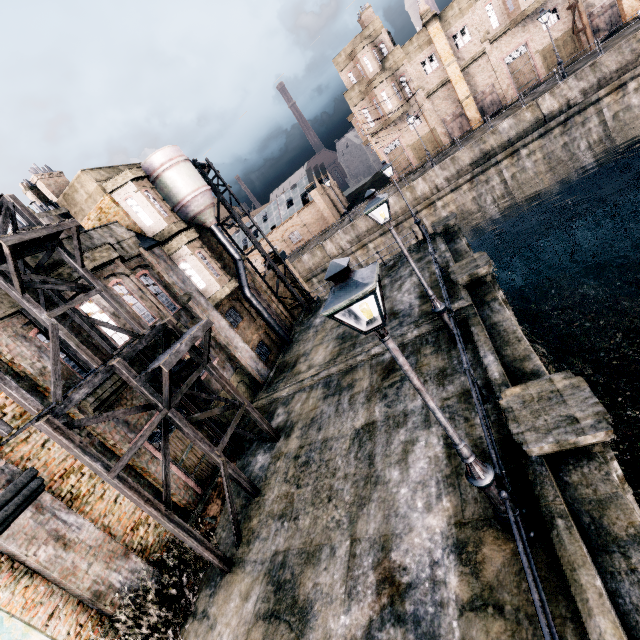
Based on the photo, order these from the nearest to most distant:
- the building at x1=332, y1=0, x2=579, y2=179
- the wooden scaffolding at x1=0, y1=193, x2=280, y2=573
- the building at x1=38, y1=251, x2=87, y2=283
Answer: the wooden scaffolding at x1=0, y1=193, x2=280, y2=573
the building at x1=38, y1=251, x2=87, y2=283
the building at x1=332, y1=0, x2=579, y2=179

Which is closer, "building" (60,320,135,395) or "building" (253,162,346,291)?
"building" (60,320,135,395)

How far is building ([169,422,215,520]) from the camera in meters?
12.4

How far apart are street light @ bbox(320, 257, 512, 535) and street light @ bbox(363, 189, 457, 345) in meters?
5.6 m

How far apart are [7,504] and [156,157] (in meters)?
16.96

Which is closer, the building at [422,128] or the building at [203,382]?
the building at [203,382]

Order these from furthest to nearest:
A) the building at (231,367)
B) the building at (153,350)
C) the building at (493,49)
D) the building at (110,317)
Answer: the building at (493,49) → the building at (231,367) → the building at (153,350) → the building at (110,317)
